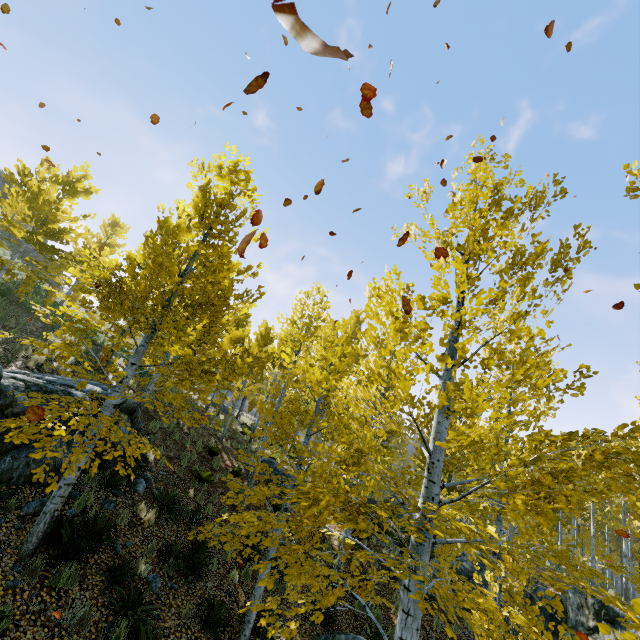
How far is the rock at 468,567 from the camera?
14.90m

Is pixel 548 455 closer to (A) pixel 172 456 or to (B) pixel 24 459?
(B) pixel 24 459

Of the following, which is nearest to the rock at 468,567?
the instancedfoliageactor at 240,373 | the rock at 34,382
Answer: the instancedfoliageactor at 240,373

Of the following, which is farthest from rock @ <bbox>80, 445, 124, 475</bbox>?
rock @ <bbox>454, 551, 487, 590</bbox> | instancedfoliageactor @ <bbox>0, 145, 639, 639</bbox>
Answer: rock @ <bbox>454, 551, 487, 590</bbox>

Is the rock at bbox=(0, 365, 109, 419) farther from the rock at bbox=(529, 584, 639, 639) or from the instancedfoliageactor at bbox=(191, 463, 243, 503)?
the rock at bbox=(529, 584, 639, 639)

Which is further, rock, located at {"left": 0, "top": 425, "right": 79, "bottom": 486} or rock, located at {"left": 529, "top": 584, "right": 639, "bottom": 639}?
rock, located at {"left": 529, "top": 584, "right": 639, "bottom": 639}

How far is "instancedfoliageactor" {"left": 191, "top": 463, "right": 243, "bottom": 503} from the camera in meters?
11.1
